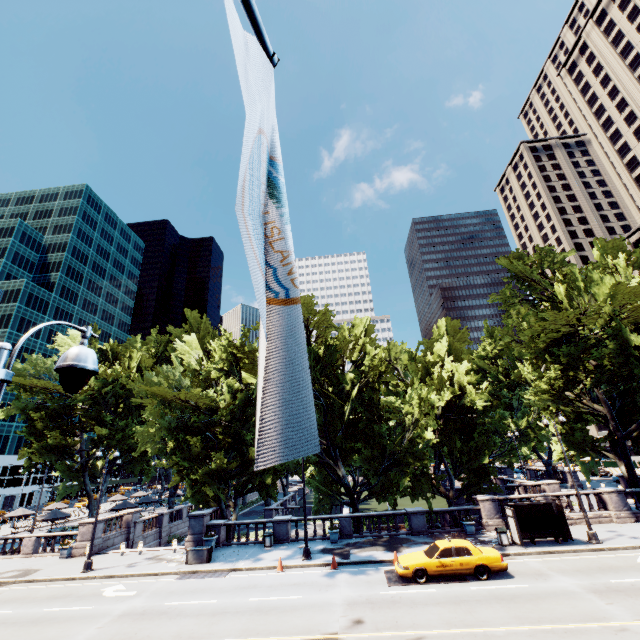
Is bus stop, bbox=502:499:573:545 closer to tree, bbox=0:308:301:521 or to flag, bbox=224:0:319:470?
tree, bbox=0:308:301:521

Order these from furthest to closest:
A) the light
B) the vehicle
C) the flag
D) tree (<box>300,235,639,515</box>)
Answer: tree (<box>300,235,639,515</box>) < the vehicle < the light < the flag

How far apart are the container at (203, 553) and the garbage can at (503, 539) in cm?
1849

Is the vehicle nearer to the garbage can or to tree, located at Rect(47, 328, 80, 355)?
the garbage can

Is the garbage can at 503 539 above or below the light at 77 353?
below

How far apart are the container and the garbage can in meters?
18.5 m

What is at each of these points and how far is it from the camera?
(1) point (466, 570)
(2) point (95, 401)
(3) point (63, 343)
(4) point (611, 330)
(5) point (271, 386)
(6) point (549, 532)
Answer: (1) vehicle, 15.53m
(2) tree, 39.53m
(3) tree, 44.16m
(4) tree, 21.80m
(5) flag, 1.38m
(6) bus stop, 19.84m

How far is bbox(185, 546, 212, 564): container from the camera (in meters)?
20.78
